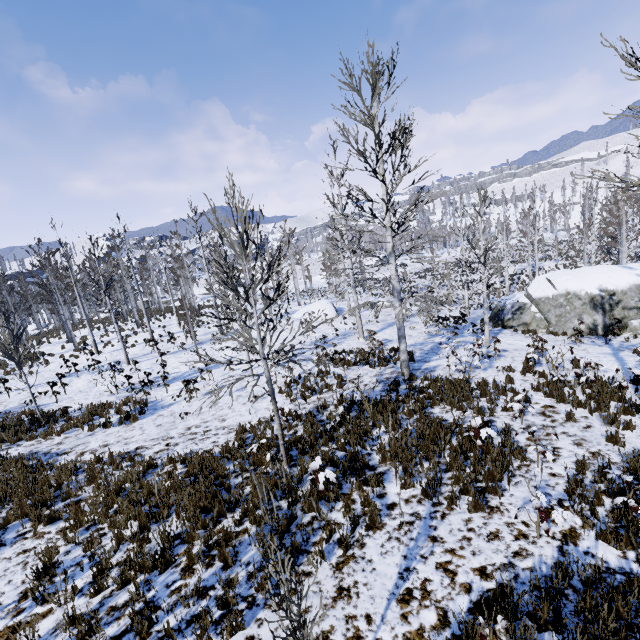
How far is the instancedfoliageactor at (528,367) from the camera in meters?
11.2

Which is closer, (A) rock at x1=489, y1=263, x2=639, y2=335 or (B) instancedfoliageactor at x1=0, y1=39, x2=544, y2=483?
(B) instancedfoliageactor at x1=0, y1=39, x2=544, y2=483

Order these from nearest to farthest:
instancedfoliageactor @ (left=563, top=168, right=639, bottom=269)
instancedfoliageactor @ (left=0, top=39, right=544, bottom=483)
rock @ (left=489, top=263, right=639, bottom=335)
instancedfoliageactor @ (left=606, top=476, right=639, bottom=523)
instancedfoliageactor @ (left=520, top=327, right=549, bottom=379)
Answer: instancedfoliageactor @ (left=606, top=476, right=639, bottom=523), instancedfoliageactor @ (left=563, top=168, right=639, bottom=269), instancedfoliageactor @ (left=0, top=39, right=544, bottom=483), instancedfoliageactor @ (left=520, top=327, right=549, bottom=379), rock @ (left=489, top=263, right=639, bottom=335)

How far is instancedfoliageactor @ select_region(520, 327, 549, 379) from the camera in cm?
1125

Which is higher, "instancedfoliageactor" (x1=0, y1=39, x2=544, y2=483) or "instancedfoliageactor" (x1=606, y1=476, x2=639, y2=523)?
"instancedfoliageactor" (x1=0, y1=39, x2=544, y2=483)

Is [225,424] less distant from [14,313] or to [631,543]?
[14,313]

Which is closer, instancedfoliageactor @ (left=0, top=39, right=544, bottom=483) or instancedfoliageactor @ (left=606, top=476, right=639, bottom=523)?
instancedfoliageactor @ (left=606, top=476, right=639, bottom=523)

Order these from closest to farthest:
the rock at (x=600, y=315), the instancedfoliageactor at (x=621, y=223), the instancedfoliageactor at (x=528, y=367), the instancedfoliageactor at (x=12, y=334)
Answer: the instancedfoliageactor at (x=621, y=223) < the instancedfoliageactor at (x=12, y=334) < the instancedfoliageactor at (x=528, y=367) < the rock at (x=600, y=315)
